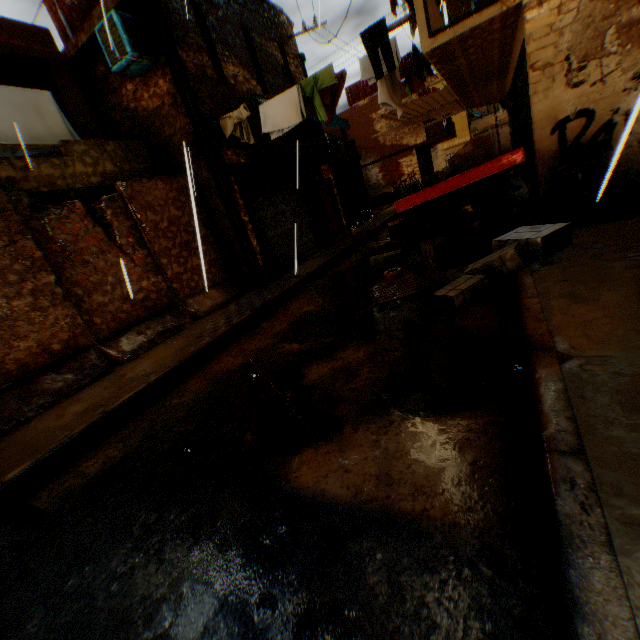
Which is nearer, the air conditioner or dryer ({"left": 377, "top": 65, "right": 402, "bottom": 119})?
the air conditioner

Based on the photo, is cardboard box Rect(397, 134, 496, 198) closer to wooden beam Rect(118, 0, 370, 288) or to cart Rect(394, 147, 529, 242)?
cart Rect(394, 147, 529, 242)

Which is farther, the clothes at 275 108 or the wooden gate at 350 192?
the wooden gate at 350 192

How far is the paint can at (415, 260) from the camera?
6.6m

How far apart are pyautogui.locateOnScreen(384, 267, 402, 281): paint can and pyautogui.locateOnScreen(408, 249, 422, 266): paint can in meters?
0.5

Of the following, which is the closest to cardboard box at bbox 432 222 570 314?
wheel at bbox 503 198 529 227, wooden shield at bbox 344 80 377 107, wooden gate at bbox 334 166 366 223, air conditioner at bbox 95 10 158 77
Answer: wheel at bbox 503 198 529 227

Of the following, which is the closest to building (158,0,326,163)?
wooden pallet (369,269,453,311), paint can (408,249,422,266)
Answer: wooden pallet (369,269,453,311)

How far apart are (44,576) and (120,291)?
5.4m
